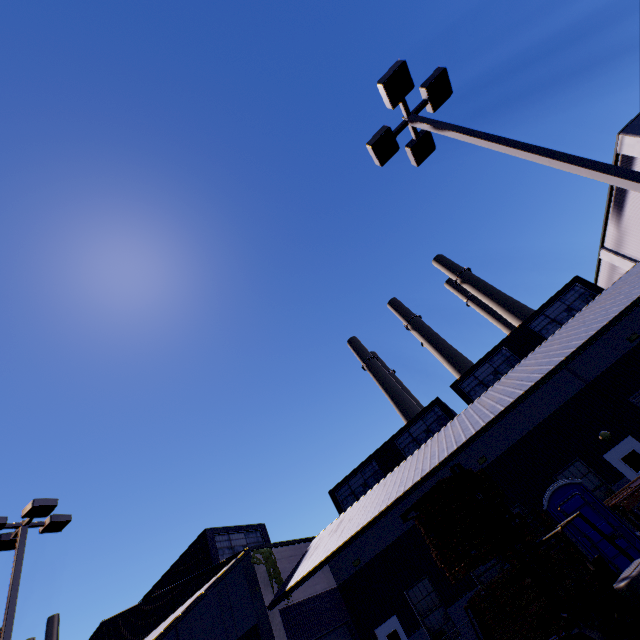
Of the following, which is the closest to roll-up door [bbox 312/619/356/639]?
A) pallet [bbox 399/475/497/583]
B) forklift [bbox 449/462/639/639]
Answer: pallet [bbox 399/475/497/583]

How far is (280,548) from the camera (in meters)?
17.36

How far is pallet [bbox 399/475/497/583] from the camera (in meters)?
8.34

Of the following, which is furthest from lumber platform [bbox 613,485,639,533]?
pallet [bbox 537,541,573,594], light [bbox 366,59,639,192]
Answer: light [bbox 366,59,639,192]

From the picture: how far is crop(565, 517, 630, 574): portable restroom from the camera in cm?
944

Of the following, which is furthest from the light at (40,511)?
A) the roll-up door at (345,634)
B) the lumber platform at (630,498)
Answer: the lumber platform at (630,498)

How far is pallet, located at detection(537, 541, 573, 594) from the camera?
10.0m

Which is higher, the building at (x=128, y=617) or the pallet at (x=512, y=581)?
the building at (x=128, y=617)
